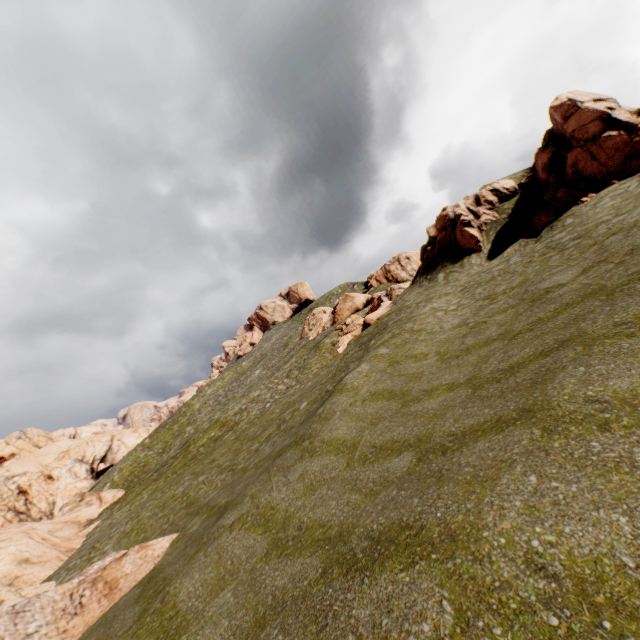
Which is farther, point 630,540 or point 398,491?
point 398,491

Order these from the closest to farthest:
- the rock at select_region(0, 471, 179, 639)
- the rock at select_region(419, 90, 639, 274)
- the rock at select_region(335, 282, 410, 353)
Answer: the rock at select_region(0, 471, 179, 639)
the rock at select_region(419, 90, 639, 274)
the rock at select_region(335, 282, 410, 353)

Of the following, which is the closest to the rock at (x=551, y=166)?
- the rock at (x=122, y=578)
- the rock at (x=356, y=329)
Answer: the rock at (x=356, y=329)

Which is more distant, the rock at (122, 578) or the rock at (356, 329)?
the rock at (356, 329)

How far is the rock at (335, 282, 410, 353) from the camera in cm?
3122

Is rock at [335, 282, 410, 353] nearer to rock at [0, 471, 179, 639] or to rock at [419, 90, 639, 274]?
rock at [419, 90, 639, 274]

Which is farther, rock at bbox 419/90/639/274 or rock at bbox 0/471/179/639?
rock at bbox 419/90/639/274
